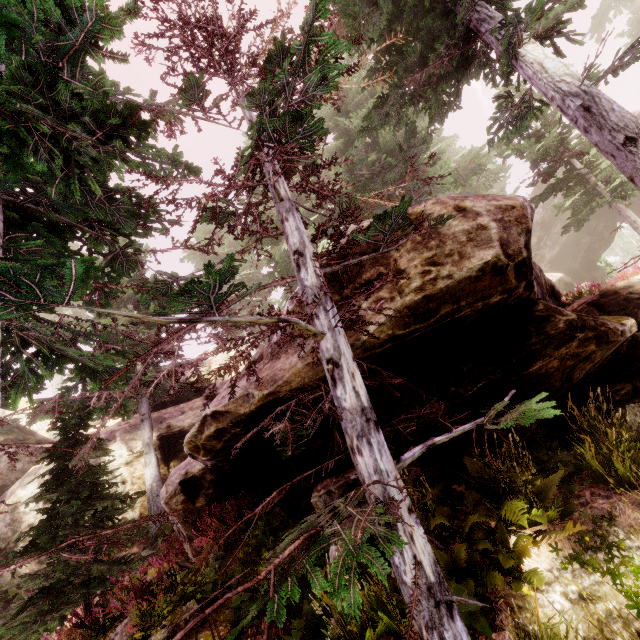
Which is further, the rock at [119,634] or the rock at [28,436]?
the rock at [28,436]

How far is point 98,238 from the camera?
7.4 meters

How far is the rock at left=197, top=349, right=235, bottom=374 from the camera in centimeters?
2175cm

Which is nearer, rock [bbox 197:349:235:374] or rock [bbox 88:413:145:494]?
rock [bbox 88:413:145:494]

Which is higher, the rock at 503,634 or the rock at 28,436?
the rock at 28,436

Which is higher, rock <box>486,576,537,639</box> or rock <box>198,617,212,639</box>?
rock <box>198,617,212,639</box>

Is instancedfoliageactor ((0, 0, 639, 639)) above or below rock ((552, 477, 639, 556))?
above
